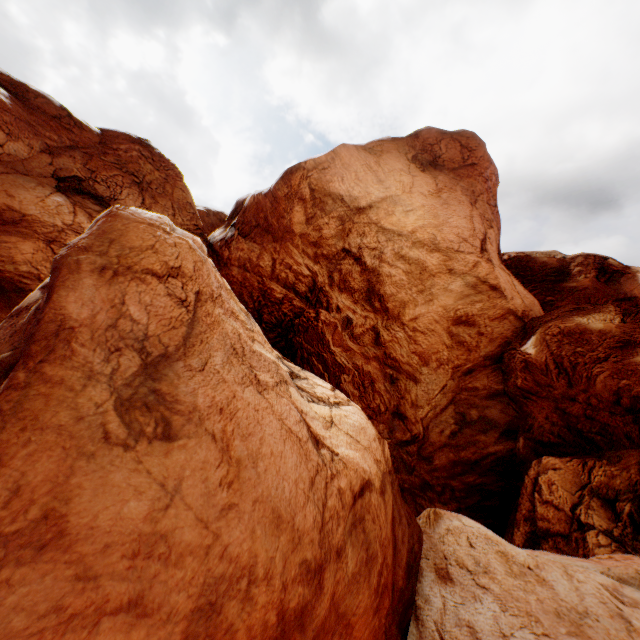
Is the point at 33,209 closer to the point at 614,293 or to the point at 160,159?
the point at 160,159
